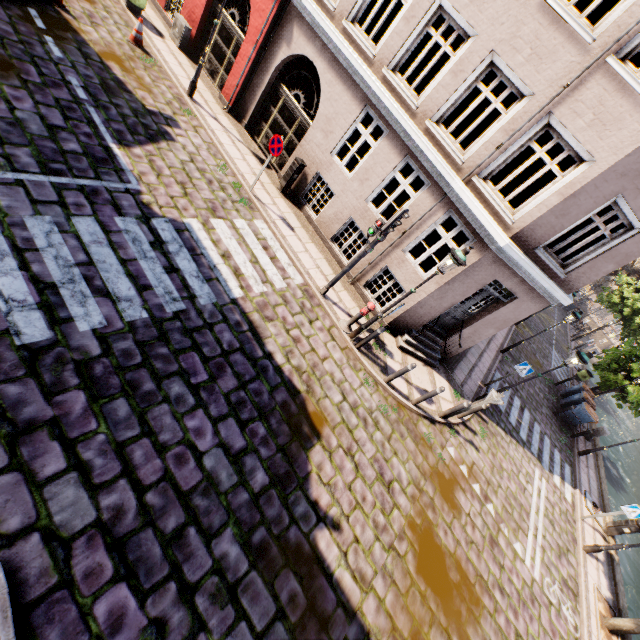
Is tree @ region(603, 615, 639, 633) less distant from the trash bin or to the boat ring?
the boat ring

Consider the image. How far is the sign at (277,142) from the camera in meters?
9.0

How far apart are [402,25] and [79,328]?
10.4m

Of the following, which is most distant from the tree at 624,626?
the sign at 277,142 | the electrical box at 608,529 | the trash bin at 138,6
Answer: the trash bin at 138,6

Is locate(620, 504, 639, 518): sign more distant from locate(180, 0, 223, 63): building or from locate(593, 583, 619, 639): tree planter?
locate(180, 0, 223, 63): building

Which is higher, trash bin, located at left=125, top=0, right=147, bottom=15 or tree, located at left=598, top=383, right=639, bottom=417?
tree, located at left=598, top=383, right=639, bottom=417

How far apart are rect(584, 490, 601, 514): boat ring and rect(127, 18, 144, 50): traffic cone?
24.0 meters

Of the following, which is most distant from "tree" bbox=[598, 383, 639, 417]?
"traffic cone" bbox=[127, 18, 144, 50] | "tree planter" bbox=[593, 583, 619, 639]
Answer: "traffic cone" bbox=[127, 18, 144, 50]
